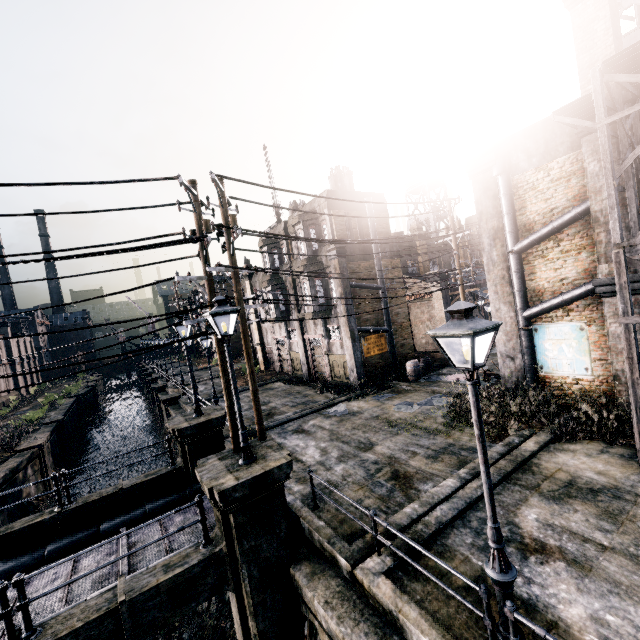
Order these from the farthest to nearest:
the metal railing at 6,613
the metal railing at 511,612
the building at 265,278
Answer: the building at 265,278 → the metal railing at 6,613 → the metal railing at 511,612

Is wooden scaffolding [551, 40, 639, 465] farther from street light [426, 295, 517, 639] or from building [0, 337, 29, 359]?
building [0, 337, 29, 359]

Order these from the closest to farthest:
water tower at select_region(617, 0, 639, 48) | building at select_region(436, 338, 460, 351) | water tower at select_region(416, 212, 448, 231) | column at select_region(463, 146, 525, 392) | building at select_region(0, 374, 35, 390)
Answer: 1. water tower at select_region(617, 0, 639, 48)
2. column at select_region(463, 146, 525, 392)
3. building at select_region(436, 338, 460, 351)
4. water tower at select_region(416, 212, 448, 231)
5. building at select_region(0, 374, 35, 390)

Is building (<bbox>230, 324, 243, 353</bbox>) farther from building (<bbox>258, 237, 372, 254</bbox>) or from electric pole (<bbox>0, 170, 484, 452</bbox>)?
electric pole (<bbox>0, 170, 484, 452</bbox>)

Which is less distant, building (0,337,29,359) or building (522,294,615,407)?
building (522,294,615,407)

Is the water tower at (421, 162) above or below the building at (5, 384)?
above

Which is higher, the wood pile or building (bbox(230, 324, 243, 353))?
building (bbox(230, 324, 243, 353))

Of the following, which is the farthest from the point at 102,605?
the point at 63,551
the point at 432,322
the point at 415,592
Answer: the point at 432,322
